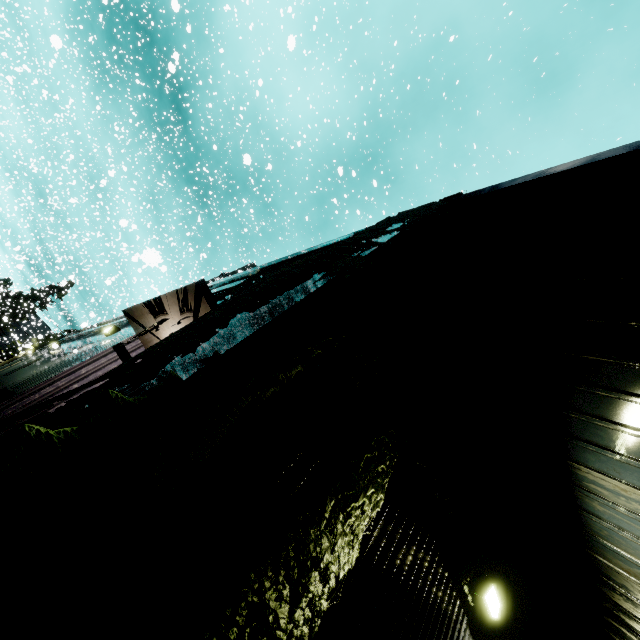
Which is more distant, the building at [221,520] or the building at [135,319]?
the building at [135,319]

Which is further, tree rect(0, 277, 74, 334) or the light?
tree rect(0, 277, 74, 334)

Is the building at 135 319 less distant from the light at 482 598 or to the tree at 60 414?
the tree at 60 414

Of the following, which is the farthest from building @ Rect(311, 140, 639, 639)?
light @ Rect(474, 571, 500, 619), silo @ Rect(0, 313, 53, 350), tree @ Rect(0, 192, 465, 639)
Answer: silo @ Rect(0, 313, 53, 350)

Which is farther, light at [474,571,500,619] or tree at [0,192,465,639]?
light at [474,571,500,619]

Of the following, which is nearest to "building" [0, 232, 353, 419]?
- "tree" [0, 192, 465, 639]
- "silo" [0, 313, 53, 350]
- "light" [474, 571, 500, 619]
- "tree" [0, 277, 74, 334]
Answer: "tree" [0, 192, 465, 639]

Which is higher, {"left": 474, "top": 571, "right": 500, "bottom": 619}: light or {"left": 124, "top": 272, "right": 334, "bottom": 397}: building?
{"left": 474, "top": 571, "right": 500, "bottom": 619}: light

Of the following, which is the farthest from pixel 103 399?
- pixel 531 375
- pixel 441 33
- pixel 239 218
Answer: pixel 239 218
